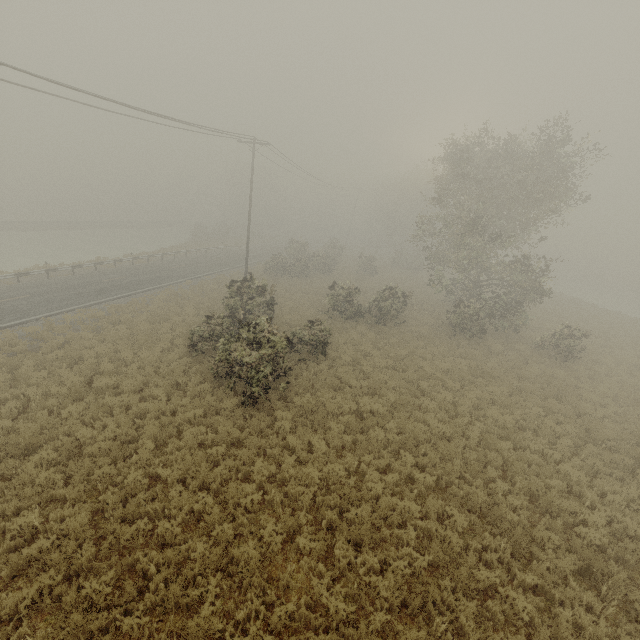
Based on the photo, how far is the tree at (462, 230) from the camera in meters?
19.8 m

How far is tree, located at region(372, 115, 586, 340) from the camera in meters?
19.8 m

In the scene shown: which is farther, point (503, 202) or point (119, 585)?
point (503, 202)
